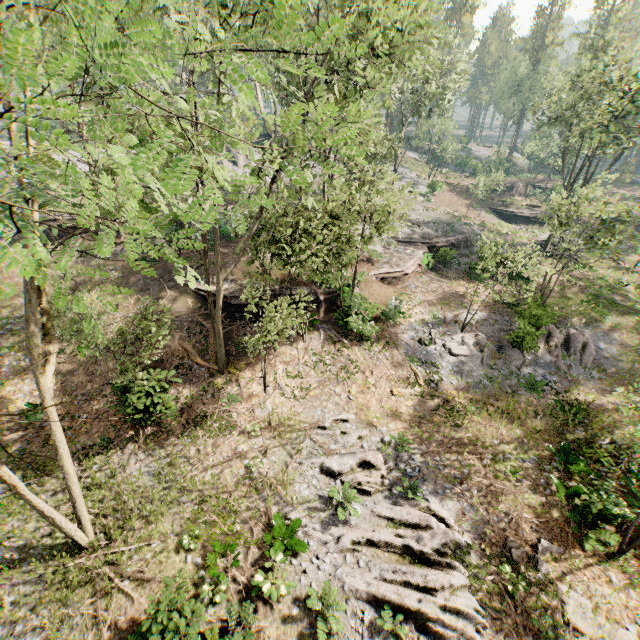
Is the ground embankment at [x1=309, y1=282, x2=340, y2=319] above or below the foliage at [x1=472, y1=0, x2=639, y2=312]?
below

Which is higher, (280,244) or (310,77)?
(310,77)

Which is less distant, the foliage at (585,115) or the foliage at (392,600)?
the foliage at (392,600)

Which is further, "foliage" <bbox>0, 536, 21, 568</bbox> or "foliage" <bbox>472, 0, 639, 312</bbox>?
"foliage" <bbox>472, 0, 639, 312</bbox>

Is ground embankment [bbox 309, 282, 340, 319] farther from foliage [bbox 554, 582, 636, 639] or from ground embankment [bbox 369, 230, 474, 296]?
ground embankment [bbox 369, 230, 474, 296]

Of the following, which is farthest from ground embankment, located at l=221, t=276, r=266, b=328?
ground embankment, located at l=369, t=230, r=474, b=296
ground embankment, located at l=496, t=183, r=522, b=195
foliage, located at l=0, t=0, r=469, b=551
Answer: ground embankment, located at l=496, t=183, r=522, b=195

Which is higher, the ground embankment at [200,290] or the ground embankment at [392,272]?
the ground embankment at [200,290]

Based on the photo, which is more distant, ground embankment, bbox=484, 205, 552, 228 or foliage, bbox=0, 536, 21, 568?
ground embankment, bbox=484, 205, 552, 228
